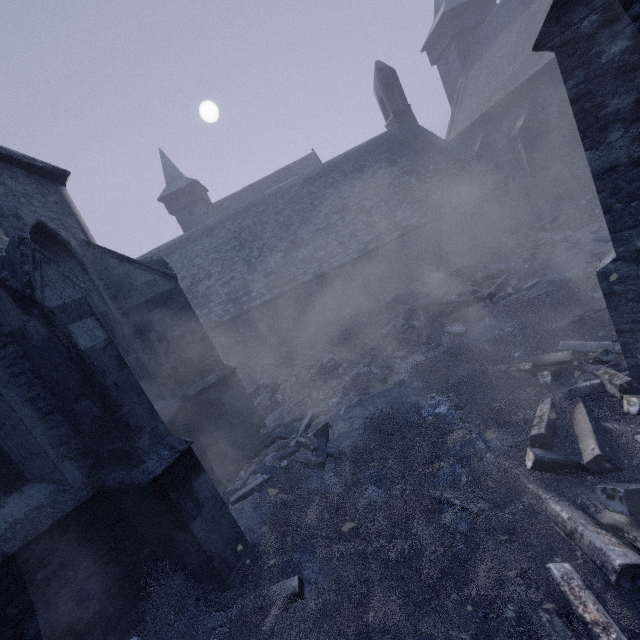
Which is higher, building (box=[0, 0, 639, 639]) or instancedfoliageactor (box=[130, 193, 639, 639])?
building (box=[0, 0, 639, 639])

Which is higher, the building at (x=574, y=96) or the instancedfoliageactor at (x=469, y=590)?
the building at (x=574, y=96)

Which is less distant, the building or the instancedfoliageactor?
the instancedfoliageactor

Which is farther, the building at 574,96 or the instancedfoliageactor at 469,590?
the building at 574,96

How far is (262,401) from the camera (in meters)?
9.98
